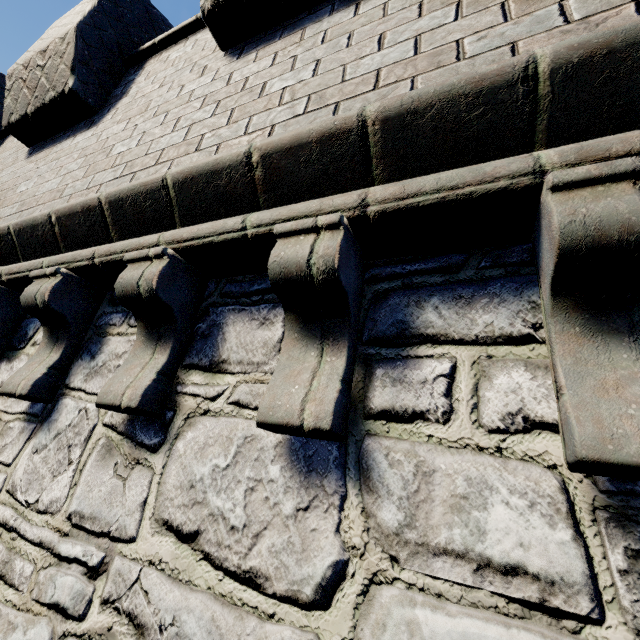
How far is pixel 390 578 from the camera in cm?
98
